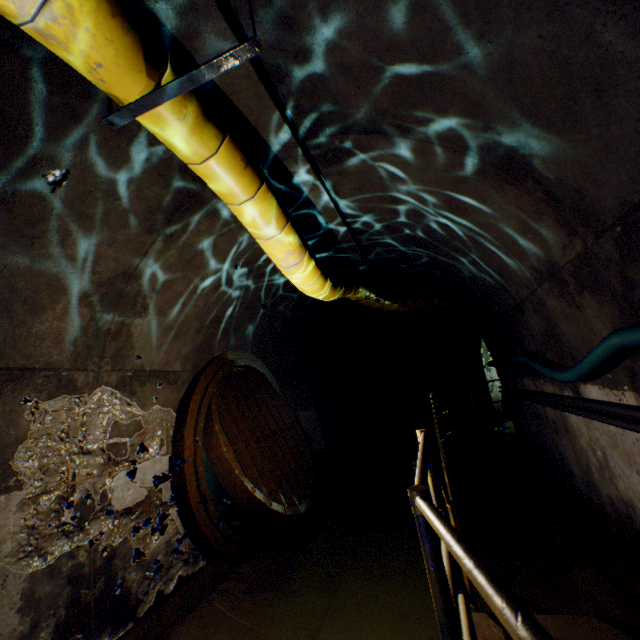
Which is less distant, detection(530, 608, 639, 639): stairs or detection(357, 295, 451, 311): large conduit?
detection(530, 608, 639, 639): stairs

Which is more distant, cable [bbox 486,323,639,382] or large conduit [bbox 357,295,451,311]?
large conduit [bbox 357,295,451,311]

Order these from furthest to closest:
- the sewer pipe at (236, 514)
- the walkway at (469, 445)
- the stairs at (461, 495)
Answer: the walkway at (469, 445)
the stairs at (461, 495)
the sewer pipe at (236, 514)

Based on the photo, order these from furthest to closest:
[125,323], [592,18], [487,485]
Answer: [487,485] → [125,323] → [592,18]

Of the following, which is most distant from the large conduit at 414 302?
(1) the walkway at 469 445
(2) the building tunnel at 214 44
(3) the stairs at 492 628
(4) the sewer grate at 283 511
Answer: (4) the sewer grate at 283 511

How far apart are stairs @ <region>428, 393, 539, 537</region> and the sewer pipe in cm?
280

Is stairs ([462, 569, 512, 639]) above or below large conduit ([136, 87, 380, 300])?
below

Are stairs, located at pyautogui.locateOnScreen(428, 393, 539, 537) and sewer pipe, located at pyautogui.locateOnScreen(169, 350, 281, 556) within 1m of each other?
no
